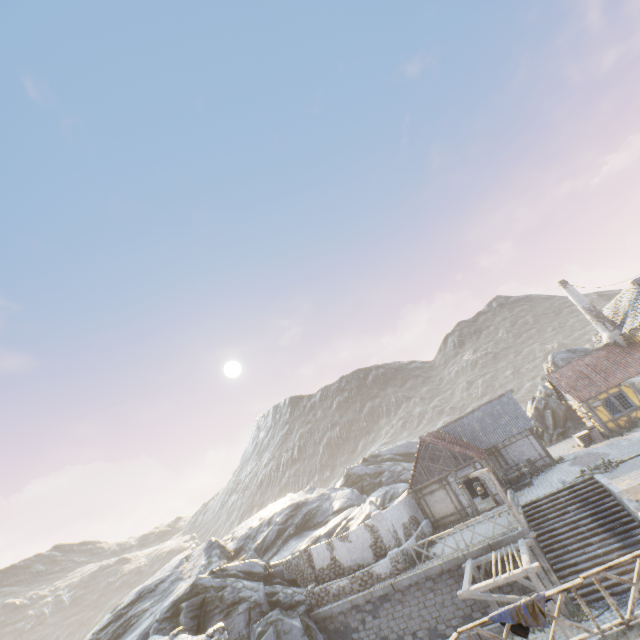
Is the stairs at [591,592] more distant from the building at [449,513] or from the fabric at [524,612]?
the fabric at [524,612]

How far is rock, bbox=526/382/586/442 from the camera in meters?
31.8 m

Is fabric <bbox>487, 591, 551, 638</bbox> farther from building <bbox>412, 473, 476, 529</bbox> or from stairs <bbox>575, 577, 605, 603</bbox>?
building <bbox>412, 473, 476, 529</bbox>

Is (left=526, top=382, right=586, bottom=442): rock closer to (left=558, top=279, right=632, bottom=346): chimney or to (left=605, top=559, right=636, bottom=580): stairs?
(left=558, top=279, right=632, bottom=346): chimney

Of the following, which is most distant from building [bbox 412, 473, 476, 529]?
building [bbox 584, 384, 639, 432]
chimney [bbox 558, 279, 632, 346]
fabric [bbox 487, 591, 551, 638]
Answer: fabric [bbox 487, 591, 551, 638]

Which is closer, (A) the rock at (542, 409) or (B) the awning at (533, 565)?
(B) the awning at (533, 565)

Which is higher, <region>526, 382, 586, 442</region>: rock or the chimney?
the chimney

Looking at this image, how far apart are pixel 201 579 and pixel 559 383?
31.01m
